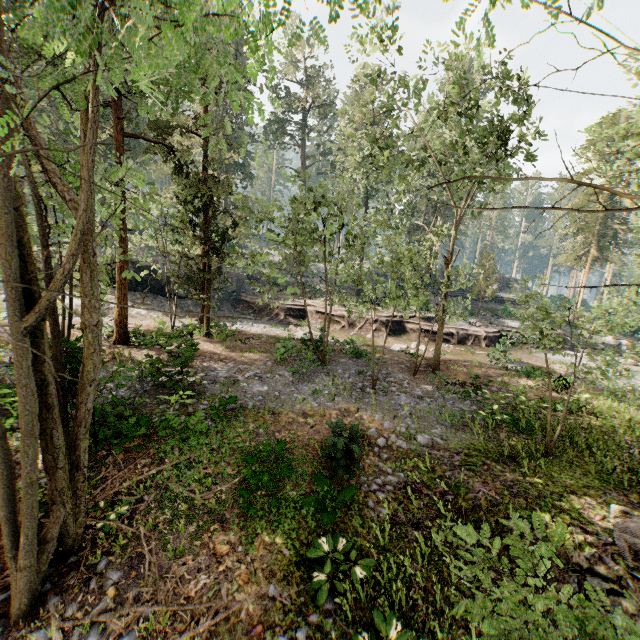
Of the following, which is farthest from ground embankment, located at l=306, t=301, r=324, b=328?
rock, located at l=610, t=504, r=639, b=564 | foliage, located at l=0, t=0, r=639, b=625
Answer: rock, located at l=610, t=504, r=639, b=564

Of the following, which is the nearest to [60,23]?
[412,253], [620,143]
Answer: [412,253]

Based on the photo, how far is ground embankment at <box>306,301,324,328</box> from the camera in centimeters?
2789cm

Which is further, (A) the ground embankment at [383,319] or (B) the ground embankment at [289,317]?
(B) the ground embankment at [289,317]

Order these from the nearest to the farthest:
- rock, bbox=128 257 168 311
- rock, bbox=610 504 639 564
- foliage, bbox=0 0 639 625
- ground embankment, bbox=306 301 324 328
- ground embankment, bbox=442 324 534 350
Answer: foliage, bbox=0 0 639 625 < rock, bbox=610 504 639 564 < ground embankment, bbox=442 324 534 350 < rock, bbox=128 257 168 311 < ground embankment, bbox=306 301 324 328

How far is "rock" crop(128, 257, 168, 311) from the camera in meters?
26.3

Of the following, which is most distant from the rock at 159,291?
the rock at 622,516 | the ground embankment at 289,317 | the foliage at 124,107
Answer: the rock at 622,516
